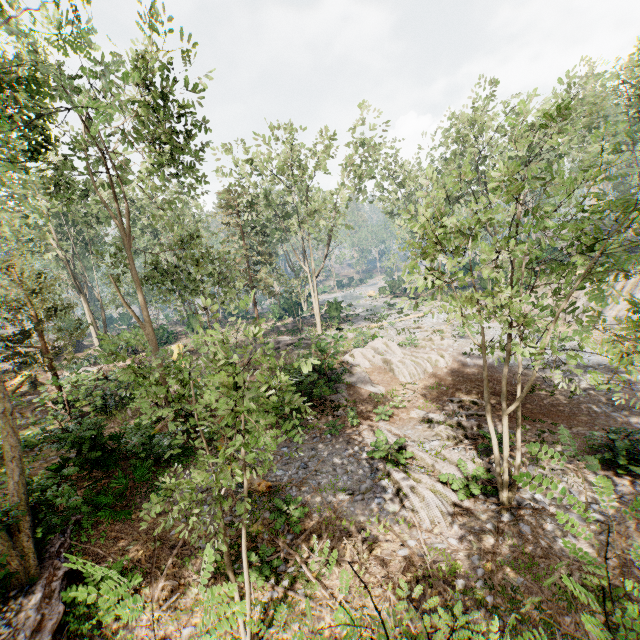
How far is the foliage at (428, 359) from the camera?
18.25m

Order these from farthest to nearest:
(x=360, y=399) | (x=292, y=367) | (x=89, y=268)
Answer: (x=89, y=268) → (x=360, y=399) → (x=292, y=367)

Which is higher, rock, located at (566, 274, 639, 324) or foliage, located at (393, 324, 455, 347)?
rock, located at (566, 274, 639, 324)

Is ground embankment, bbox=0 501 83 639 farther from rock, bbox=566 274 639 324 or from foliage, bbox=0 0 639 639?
rock, bbox=566 274 639 324

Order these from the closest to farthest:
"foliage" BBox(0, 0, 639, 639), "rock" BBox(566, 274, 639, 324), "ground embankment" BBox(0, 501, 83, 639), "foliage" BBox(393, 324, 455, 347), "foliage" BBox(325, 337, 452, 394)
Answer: "foliage" BBox(0, 0, 639, 639) → "ground embankment" BBox(0, 501, 83, 639) → "foliage" BBox(325, 337, 452, 394) → "rock" BBox(566, 274, 639, 324) → "foliage" BBox(393, 324, 455, 347)
